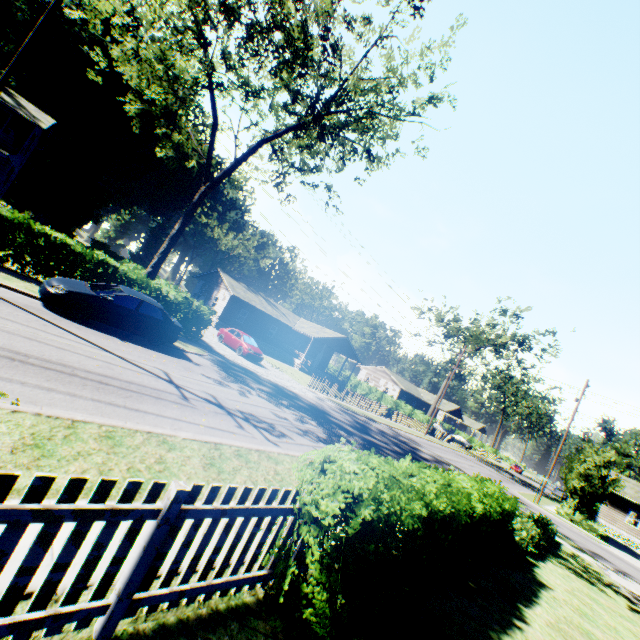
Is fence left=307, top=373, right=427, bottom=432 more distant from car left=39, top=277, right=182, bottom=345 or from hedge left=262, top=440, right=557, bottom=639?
car left=39, top=277, right=182, bottom=345

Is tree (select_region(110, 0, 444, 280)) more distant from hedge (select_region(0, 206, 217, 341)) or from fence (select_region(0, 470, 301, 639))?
fence (select_region(0, 470, 301, 639))

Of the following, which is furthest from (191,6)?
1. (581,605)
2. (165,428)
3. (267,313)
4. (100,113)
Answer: (100,113)

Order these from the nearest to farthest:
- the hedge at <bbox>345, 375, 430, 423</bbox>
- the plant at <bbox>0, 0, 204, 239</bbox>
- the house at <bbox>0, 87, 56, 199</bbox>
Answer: the house at <bbox>0, 87, 56, 199</bbox>, the plant at <bbox>0, 0, 204, 239</bbox>, the hedge at <bbox>345, 375, 430, 423</bbox>

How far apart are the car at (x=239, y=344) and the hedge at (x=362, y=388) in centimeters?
2799cm

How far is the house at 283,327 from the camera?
37.7m

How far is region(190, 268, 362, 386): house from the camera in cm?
3772

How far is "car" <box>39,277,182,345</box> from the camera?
10.9m
